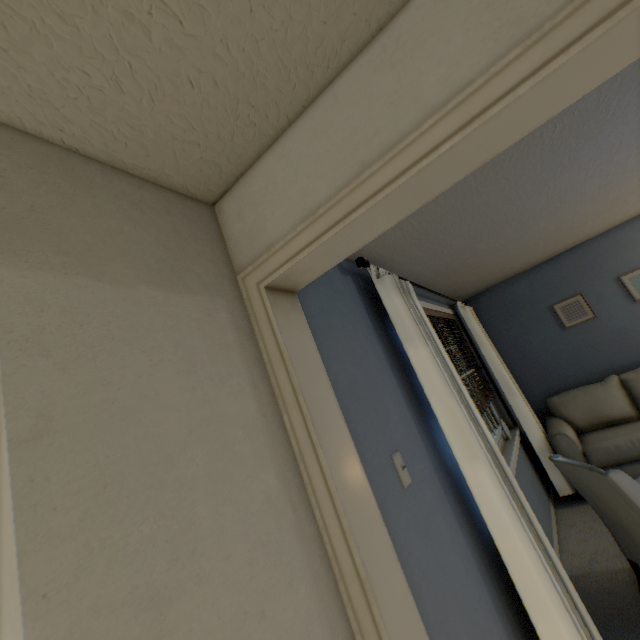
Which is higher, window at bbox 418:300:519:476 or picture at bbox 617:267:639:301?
picture at bbox 617:267:639:301

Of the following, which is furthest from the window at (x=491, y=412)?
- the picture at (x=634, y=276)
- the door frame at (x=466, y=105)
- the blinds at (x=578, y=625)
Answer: the picture at (x=634, y=276)

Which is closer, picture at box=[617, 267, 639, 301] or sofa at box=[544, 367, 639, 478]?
sofa at box=[544, 367, 639, 478]

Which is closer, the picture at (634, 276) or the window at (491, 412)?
the window at (491, 412)

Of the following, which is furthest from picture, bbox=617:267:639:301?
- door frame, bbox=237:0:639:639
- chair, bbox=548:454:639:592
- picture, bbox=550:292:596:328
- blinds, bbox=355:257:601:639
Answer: door frame, bbox=237:0:639:639

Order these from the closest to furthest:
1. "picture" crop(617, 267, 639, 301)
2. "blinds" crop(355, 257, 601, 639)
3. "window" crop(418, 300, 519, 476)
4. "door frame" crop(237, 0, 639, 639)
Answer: "door frame" crop(237, 0, 639, 639)
"blinds" crop(355, 257, 601, 639)
"window" crop(418, 300, 519, 476)
"picture" crop(617, 267, 639, 301)

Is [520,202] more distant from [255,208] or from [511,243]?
[255,208]

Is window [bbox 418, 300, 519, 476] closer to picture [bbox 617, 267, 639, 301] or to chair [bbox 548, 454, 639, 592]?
chair [bbox 548, 454, 639, 592]
